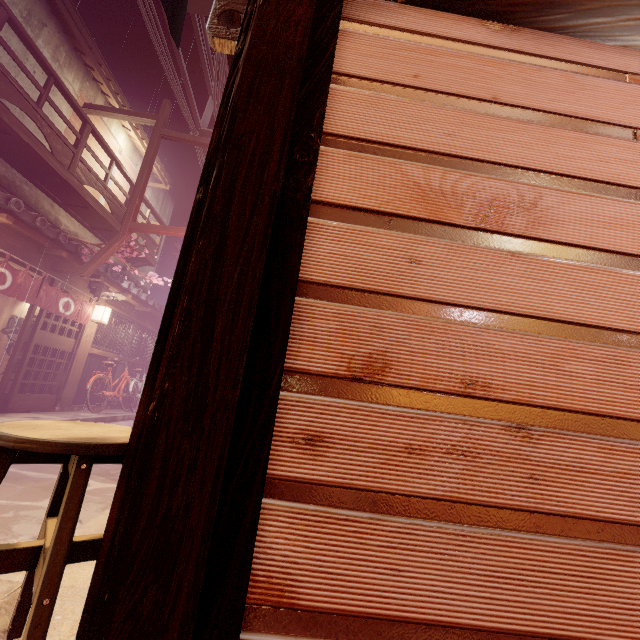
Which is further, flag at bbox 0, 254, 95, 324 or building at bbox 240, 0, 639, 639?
flag at bbox 0, 254, 95, 324

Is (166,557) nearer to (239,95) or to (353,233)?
(353,233)

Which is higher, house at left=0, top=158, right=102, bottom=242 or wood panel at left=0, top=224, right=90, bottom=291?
house at left=0, top=158, right=102, bottom=242

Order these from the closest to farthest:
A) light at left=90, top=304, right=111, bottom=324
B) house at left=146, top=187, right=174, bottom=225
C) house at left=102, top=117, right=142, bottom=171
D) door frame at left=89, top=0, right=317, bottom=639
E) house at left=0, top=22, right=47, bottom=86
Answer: door frame at left=89, top=0, right=317, bottom=639
house at left=0, top=22, right=47, bottom=86
light at left=90, top=304, right=111, bottom=324
house at left=102, top=117, right=142, bottom=171
house at left=146, top=187, right=174, bottom=225

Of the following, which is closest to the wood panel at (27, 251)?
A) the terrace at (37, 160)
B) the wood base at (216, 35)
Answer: the terrace at (37, 160)

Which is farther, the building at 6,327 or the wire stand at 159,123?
the building at 6,327

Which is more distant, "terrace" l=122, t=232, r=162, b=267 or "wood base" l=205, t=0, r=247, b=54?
"terrace" l=122, t=232, r=162, b=267

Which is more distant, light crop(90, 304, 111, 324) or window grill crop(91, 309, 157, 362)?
window grill crop(91, 309, 157, 362)
